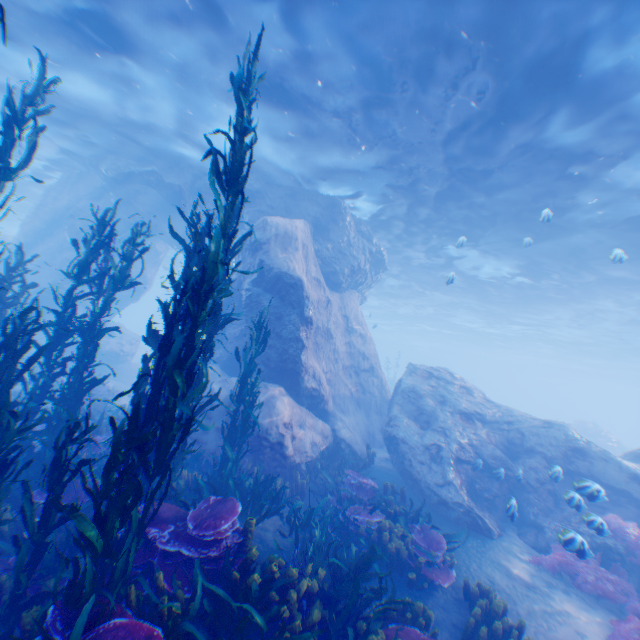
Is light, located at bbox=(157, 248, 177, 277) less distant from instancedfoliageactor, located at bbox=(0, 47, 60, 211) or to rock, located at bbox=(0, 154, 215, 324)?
rock, located at bbox=(0, 154, 215, 324)

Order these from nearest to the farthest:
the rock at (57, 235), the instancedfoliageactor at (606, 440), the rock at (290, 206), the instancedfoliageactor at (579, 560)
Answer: the instancedfoliageactor at (579, 560)
the rock at (290, 206)
the rock at (57, 235)
the instancedfoliageactor at (606, 440)

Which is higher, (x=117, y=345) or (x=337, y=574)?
(x=117, y=345)

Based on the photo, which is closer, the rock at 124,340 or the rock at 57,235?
the rock at 57,235

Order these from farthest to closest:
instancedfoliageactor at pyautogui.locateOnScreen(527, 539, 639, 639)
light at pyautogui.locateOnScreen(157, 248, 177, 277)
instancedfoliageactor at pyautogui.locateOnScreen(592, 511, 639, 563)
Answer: light at pyautogui.locateOnScreen(157, 248, 177, 277) < instancedfoliageactor at pyautogui.locateOnScreen(592, 511, 639, 563) < instancedfoliageactor at pyautogui.locateOnScreen(527, 539, 639, 639)

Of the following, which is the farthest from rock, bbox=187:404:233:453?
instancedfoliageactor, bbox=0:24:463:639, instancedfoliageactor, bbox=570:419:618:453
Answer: instancedfoliageactor, bbox=570:419:618:453
